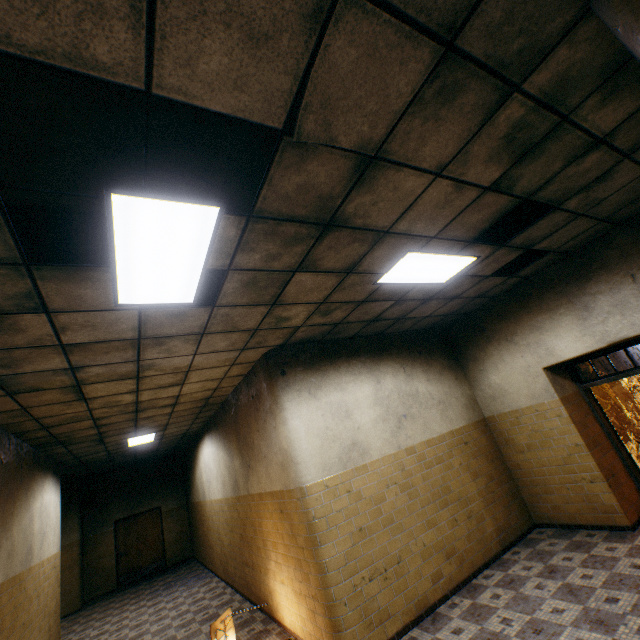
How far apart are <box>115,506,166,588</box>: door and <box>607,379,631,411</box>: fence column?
23.6m

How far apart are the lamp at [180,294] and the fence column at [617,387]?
23.2 meters

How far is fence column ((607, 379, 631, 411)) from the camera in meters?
17.5 m

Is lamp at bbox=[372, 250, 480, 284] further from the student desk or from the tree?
the tree

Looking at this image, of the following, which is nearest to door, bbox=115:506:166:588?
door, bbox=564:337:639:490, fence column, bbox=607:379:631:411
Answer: door, bbox=564:337:639:490

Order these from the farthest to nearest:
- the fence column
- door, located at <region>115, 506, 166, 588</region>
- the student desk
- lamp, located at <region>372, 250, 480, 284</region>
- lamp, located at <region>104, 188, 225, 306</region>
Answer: the fence column
door, located at <region>115, 506, 166, 588</region>
the student desk
lamp, located at <region>372, 250, 480, 284</region>
lamp, located at <region>104, 188, 225, 306</region>

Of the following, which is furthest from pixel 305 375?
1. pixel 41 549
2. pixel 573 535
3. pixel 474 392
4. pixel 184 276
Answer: pixel 41 549

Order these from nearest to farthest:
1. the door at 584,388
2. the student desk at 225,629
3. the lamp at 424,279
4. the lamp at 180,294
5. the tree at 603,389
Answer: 1. the lamp at 180,294
2. the lamp at 424,279
3. the student desk at 225,629
4. the door at 584,388
5. the tree at 603,389
